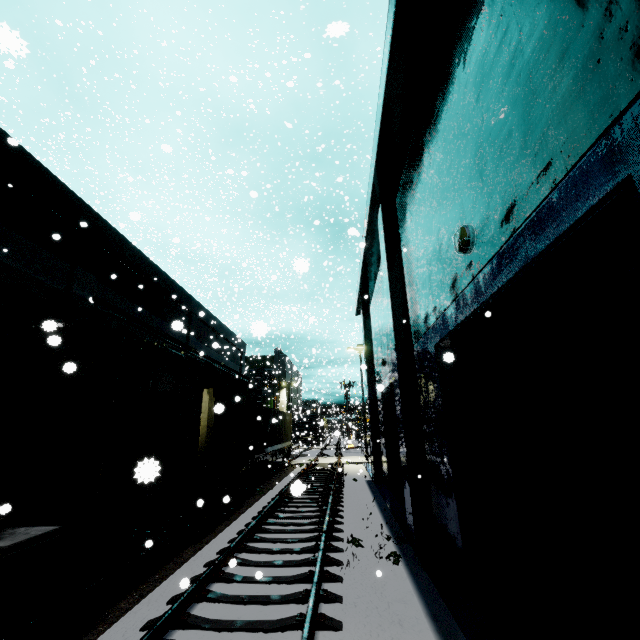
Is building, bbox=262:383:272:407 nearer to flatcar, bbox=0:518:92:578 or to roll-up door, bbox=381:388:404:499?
roll-up door, bbox=381:388:404:499

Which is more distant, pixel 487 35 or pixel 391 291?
pixel 391 291

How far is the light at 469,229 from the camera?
4.8 meters

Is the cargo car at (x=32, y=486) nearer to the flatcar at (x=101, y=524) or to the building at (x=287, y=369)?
the flatcar at (x=101, y=524)

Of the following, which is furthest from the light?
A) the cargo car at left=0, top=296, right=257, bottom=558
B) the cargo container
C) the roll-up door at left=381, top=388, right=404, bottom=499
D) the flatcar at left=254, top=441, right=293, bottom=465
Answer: the flatcar at left=254, top=441, right=293, bottom=465

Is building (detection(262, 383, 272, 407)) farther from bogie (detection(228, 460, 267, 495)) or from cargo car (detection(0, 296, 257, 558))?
bogie (detection(228, 460, 267, 495))

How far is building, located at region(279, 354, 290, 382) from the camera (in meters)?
43.92

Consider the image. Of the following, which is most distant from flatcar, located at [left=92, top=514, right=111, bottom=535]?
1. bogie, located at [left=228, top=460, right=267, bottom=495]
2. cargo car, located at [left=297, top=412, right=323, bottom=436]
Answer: cargo car, located at [left=297, top=412, right=323, bottom=436]
